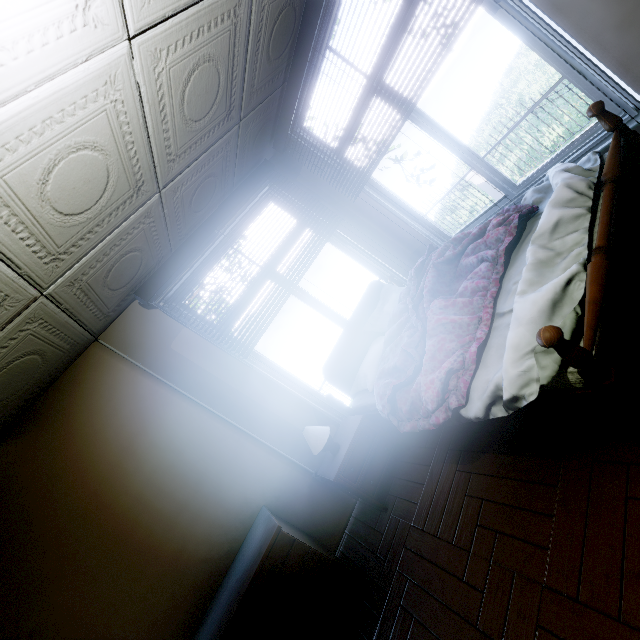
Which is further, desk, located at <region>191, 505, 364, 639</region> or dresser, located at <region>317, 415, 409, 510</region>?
dresser, located at <region>317, 415, 409, 510</region>

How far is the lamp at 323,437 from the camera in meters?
2.7 m

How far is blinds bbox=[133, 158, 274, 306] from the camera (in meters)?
2.83

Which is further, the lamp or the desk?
the lamp

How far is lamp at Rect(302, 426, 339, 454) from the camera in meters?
2.7 m

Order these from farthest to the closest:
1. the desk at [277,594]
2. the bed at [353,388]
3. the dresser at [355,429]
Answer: the dresser at [355,429]
the desk at [277,594]
the bed at [353,388]

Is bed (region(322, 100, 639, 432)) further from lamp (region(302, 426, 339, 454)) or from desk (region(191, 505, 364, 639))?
desk (region(191, 505, 364, 639))

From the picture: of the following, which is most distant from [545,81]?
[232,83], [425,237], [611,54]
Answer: [232,83]
